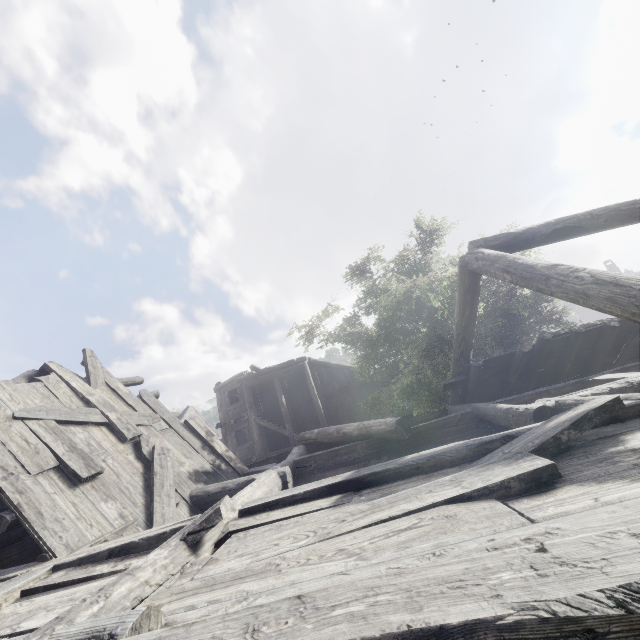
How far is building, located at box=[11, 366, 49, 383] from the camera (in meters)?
6.16

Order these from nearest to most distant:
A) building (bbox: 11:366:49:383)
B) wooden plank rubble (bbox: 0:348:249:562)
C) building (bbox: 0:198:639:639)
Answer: building (bbox: 0:198:639:639), wooden plank rubble (bbox: 0:348:249:562), building (bbox: 11:366:49:383)

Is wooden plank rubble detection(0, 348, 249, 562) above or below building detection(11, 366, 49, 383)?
below

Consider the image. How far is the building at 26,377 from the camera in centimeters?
616cm

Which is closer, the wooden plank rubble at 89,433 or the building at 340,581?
the building at 340,581

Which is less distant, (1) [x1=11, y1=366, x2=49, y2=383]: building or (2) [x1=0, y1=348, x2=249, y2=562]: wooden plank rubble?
(2) [x1=0, y1=348, x2=249, y2=562]: wooden plank rubble

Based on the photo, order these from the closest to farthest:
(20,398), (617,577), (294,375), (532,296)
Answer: (617,577)
(20,398)
(532,296)
(294,375)

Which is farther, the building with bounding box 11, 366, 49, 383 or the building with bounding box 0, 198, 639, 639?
the building with bounding box 11, 366, 49, 383
